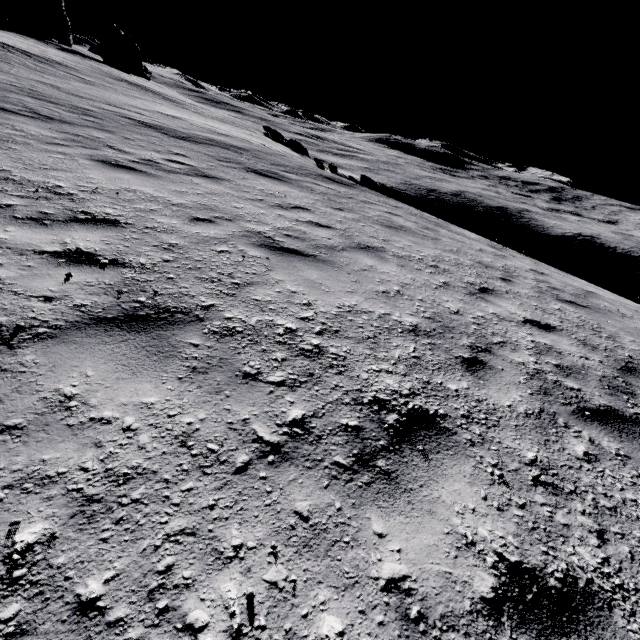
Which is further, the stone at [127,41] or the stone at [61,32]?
the stone at [127,41]

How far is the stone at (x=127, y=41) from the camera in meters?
50.3

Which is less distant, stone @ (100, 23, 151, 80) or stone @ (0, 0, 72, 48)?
stone @ (0, 0, 72, 48)

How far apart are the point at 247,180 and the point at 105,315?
6.6m

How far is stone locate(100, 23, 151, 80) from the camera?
50.3 meters
